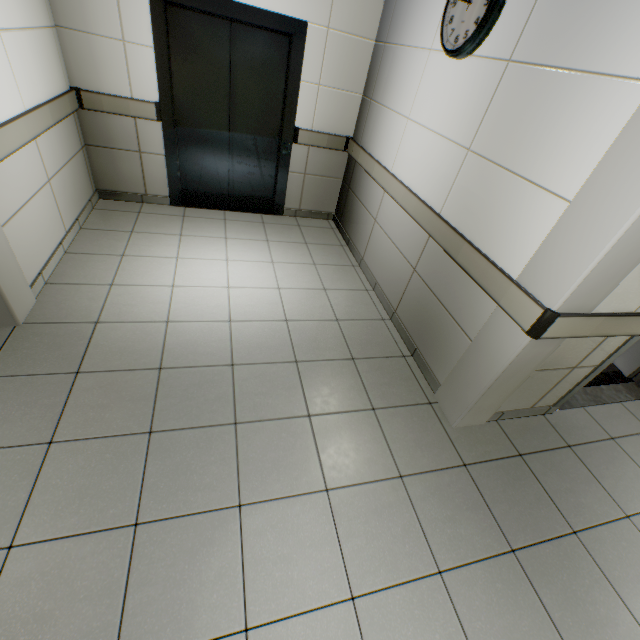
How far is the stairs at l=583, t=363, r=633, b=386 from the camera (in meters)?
3.17

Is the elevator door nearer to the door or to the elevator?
the elevator

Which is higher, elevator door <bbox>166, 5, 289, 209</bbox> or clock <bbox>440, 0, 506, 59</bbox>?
clock <bbox>440, 0, 506, 59</bbox>

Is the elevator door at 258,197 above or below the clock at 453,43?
below

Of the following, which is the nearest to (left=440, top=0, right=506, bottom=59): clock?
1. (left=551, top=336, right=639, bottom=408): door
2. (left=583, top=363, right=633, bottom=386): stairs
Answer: (left=583, top=363, right=633, bottom=386): stairs

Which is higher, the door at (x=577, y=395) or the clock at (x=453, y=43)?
the clock at (x=453, y=43)

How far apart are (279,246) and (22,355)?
2.6m

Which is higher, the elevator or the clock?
the clock
